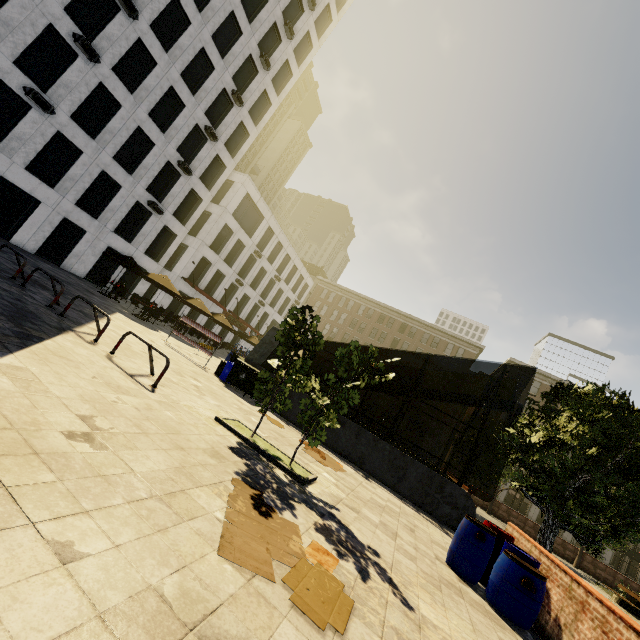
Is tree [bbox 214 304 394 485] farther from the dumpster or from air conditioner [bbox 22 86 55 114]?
air conditioner [bbox 22 86 55 114]

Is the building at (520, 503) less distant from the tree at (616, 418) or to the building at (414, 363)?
the tree at (616, 418)

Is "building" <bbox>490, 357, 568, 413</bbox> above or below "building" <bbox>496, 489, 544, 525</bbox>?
above

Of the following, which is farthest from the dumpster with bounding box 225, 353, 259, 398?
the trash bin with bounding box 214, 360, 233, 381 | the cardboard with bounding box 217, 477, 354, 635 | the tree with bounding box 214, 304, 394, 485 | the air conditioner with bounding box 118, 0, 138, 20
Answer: the air conditioner with bounding box 118, 0, 138, 20

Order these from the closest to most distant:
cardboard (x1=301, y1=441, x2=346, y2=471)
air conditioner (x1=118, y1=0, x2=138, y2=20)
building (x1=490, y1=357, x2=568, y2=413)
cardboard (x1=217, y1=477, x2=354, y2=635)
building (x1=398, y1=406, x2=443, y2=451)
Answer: cardboard (x1=217, y1=477, x2=354, y2=635), cardboard (x1=301, y1=441, x2=346, y2=471), air conditioner (x1=118, y1=0, x2=138, y2=20), building (x1=490, y1=357, x2=568, y2=413), building (x1=398, y1=406, x2=443, y2=451)

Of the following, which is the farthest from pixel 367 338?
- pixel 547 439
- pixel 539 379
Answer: pixel 547 439

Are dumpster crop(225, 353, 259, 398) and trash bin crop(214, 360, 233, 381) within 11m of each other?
yes

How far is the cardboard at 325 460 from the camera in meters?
9.2 m
